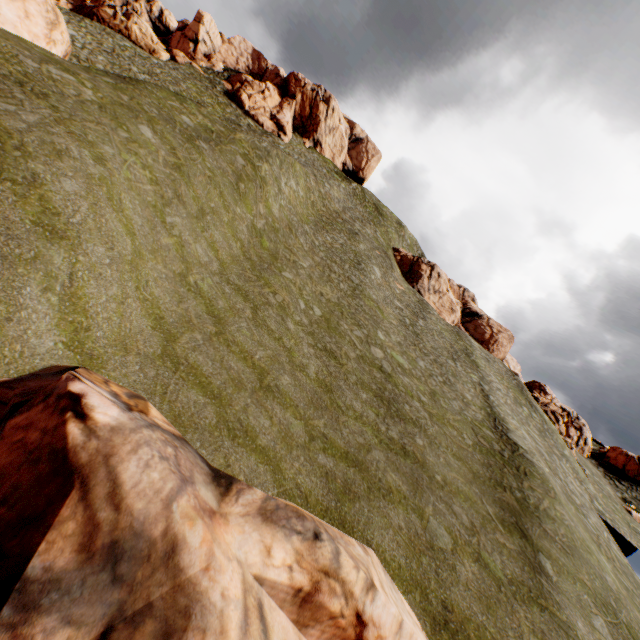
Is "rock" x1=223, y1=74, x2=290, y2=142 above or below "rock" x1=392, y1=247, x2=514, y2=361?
above

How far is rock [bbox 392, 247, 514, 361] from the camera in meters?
50.1

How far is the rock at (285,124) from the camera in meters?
54.4

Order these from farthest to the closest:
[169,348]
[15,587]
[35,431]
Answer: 1. [169,348]
2. [35,431]
3. [15,587]

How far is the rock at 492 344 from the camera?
50.1 meters

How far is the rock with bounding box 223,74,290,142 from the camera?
54.4m

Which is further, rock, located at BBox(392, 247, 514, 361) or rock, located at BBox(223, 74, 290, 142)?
rock, located at BBox(223, 74, 290, 142)

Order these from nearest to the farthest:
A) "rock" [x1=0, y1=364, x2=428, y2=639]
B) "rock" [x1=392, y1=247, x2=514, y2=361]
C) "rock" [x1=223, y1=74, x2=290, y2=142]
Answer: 1. "rock" [x1=0, y1=364, x2=428, y2=639]
2. "rock" [x1=392, y1=247, x2=514, y2=361]
3. "rock" [x1=223, y1=74, x2=290, y2=142]
